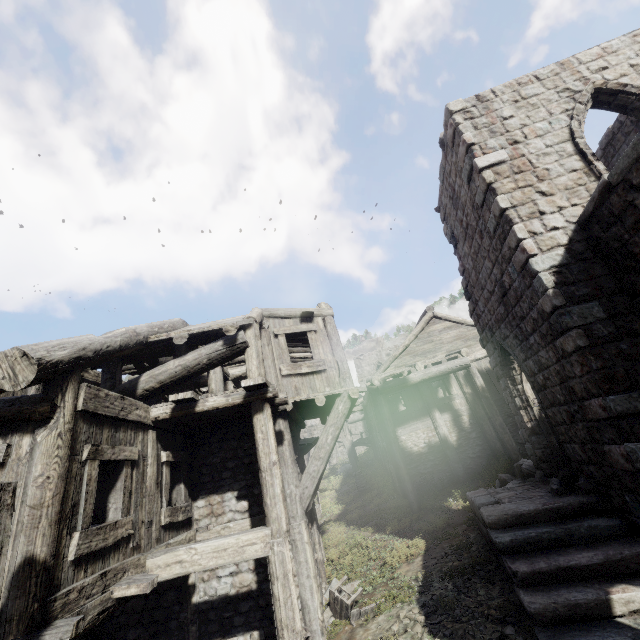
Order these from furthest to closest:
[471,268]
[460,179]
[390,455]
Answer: [390,455] < [471,268] < [460,179]

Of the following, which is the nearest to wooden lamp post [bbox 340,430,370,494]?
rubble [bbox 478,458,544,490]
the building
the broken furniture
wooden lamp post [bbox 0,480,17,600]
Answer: the building

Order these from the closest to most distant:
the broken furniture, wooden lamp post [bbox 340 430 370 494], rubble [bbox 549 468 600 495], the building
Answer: the building < rubble [bbox 549 468 600 495] < the broken furniture < wooden lamp post [bbox 340 430 370 494]

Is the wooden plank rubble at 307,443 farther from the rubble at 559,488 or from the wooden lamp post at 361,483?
the wooden lamp post at 361,483

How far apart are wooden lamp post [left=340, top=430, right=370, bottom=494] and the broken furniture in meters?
12.1

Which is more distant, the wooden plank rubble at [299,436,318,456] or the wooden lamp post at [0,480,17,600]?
the wooden plank rubble at [299,436,318,456]

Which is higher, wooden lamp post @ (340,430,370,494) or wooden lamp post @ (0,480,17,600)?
wooden lamp post @ (0,480,17,600)

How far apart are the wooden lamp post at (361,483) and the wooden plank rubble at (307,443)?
8.8m
